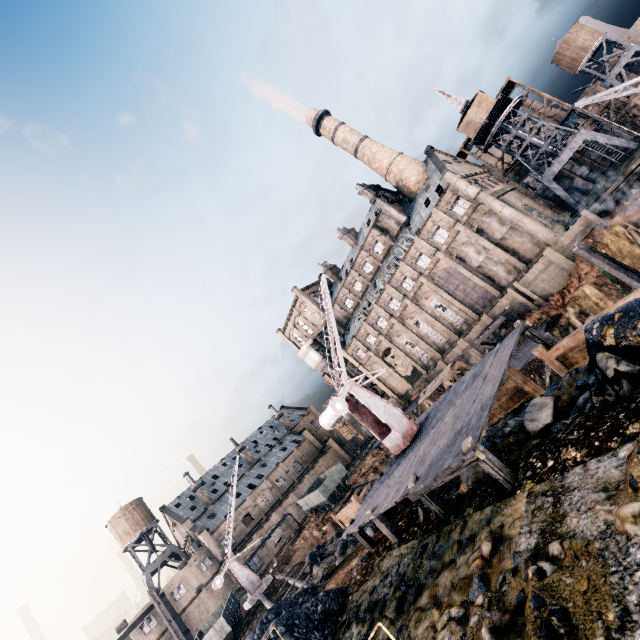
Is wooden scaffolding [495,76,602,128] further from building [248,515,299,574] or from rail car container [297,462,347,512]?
building [248,515,299,574]

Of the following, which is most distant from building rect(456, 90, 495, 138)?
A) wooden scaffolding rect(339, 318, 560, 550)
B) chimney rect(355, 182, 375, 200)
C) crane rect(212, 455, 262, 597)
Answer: crane rect(212, 455, 262, 597)

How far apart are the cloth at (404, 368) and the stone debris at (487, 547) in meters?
49.8 m

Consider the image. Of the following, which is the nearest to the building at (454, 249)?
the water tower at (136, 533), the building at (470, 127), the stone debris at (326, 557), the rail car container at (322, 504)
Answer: the building at (470, 127)

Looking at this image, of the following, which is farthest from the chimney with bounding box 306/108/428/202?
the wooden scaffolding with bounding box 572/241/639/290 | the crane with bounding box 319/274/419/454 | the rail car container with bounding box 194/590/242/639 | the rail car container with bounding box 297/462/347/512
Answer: the rail car container with bounding box 194/590/242/639

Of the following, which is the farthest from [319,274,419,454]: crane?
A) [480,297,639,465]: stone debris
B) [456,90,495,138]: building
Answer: [456,90,495,138]: building

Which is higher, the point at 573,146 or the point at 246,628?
the point at 573,146

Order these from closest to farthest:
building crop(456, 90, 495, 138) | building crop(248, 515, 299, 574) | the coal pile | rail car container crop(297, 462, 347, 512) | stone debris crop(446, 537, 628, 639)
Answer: stone debris crop(446, 537, 628, 639)
the coal pile
rail car container crop(297, 462, 347, 512)
building crop(456, 90, 495, 138)
building crop(248, 515, 299, 574)
